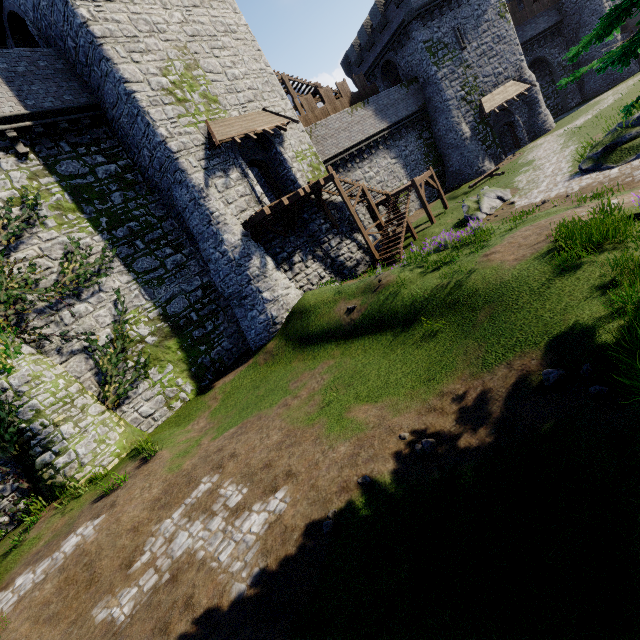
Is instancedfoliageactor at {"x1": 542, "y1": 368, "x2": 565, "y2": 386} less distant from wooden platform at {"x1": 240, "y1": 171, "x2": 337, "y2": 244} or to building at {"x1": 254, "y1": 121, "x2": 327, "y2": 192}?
wooden platform at {"x1": 240, "y1": 171, "x2": 337, "y2": 244}

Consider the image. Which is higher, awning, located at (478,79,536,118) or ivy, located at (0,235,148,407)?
awning, located at (478,79,536,118)

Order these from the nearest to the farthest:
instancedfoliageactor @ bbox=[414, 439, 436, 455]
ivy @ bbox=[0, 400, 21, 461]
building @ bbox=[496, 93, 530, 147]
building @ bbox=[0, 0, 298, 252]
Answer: instancedfoliageactor @ bbox=[414, 439, 436, 455], ivy @ bbox=[0, 400, 21, 461], building @ bbox=[0, 0, 298, 252], building @ bbox=[496, 93, 530, 147]

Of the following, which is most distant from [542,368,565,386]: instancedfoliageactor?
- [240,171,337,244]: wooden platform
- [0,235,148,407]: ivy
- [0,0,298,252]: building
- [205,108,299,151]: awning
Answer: [205,108,299,151]: awning

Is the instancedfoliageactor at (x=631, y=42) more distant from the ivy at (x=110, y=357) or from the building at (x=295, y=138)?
the building at (x=295, y=138)

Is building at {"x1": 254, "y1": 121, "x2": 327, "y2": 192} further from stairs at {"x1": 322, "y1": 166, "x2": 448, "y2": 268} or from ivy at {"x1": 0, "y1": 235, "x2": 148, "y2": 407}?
ivy at {"x1": 0, "y1": 235, "x2": 148, "y2": 407}

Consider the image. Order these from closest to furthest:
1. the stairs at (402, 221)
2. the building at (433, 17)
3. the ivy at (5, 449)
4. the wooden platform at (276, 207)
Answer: the ivy at (5, 449), the wooden platform at (276, 207), the stairs at (402, 221), the building at (433, 17)

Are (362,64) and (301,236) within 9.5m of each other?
no
